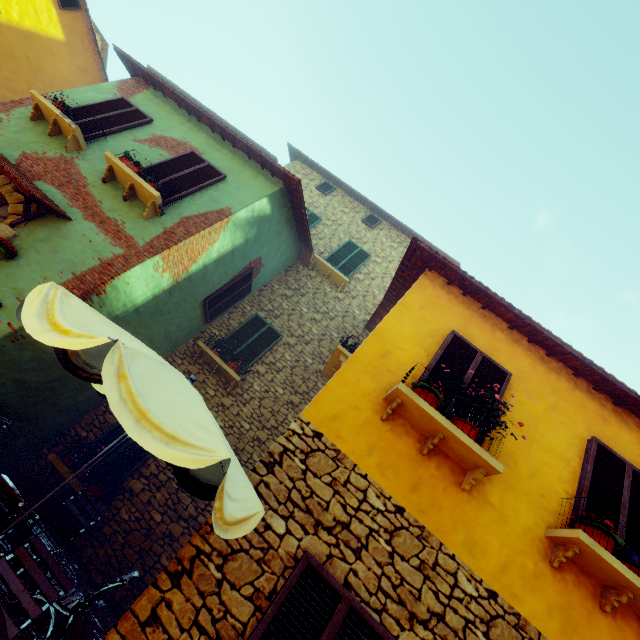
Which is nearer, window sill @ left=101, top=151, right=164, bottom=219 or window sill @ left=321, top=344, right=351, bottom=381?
window sill @ left=101, top=151, right=164, bottom=219

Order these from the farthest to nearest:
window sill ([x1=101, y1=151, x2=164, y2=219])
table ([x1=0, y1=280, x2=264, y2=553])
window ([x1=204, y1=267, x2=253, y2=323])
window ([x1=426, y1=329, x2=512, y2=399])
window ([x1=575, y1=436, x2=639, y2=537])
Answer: window ([x1=204, y1=267, x2=253, y2=323]) < window sill ([x1=101, y1=151, x2=164, y2=219]) < window ([x1=426, y1=329, x2=512, y2=399]) < window ([x1=575, y1=436, x2=639, y2=537]) < table ([x1=0, y1=280, x2=264, y2=553])

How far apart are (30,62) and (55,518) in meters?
15.5

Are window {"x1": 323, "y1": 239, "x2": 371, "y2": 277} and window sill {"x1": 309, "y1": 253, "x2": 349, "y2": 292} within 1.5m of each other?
yes

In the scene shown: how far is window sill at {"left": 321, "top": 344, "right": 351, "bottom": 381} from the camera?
6.9 meters

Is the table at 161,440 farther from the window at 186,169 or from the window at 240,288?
the window at 240,288

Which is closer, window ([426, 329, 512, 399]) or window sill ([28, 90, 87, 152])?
window ([426, 329, 512, 399])

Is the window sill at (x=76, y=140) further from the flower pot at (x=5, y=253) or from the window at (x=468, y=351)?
the flower pot at (x=5, y=253)
